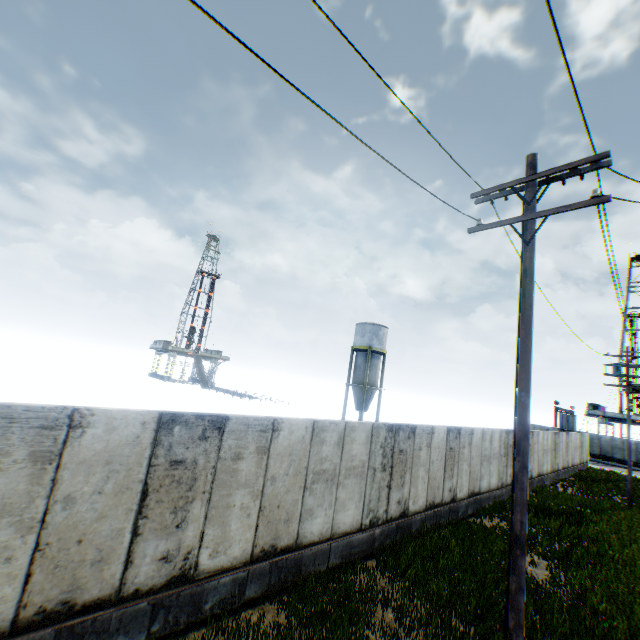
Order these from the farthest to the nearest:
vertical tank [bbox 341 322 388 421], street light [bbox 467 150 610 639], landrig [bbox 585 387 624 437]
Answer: landrig [bbox 585 387 624 437] → vertical tank [bbox 341 322 388 421] → street light [bbox 467 150 610 639]

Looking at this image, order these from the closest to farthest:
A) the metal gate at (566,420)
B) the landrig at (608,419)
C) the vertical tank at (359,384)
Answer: the vertical tank at (359,384) → the metal gate at (566,420) → the landrig at (608,419)

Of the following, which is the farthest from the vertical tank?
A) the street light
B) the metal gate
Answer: the street light

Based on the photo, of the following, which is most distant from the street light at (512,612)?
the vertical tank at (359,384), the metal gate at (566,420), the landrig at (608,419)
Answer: the landrig at (608,419)

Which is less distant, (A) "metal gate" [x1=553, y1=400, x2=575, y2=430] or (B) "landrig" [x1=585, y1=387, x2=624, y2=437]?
(A) "metal gate" [x1=553, y1=400, x2=575, y2=430]

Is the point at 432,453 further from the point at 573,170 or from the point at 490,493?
the point at 573,170

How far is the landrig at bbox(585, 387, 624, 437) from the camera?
51.4 meters

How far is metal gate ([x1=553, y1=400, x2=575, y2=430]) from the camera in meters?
40.2
